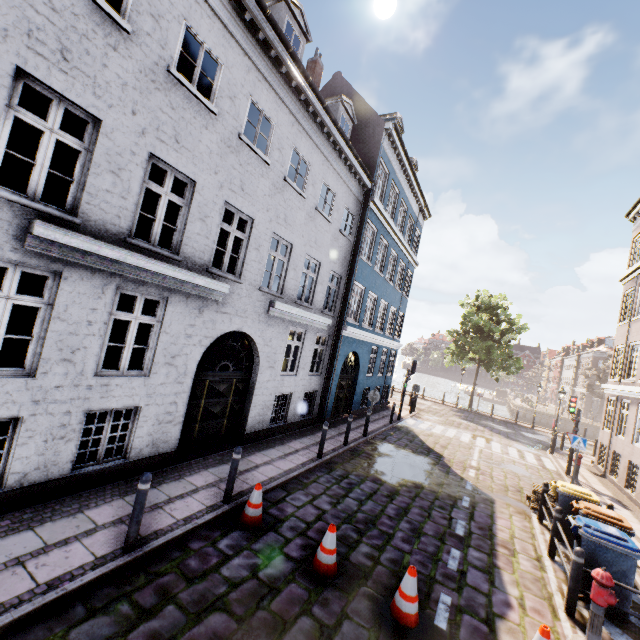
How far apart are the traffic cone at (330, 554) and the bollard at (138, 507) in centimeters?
265cm

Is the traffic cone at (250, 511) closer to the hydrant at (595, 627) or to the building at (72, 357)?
the building at (72, 357)

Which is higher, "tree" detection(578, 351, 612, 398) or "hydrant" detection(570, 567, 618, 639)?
"tree" detection(578, 351, 612, 398)

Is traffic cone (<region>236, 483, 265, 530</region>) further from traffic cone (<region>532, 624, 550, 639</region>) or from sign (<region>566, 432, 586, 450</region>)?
sign (<region>566, 432, 586, 450</region>)

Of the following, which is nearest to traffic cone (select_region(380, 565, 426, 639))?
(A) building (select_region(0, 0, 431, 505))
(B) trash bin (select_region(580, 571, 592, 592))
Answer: (B) trash bin (select_region(580, 571, 592, 592))

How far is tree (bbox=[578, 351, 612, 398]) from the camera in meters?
41.0

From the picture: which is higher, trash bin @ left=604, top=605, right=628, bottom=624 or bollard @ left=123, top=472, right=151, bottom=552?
bollard @ left=123, top=472, right=151, bottom=552

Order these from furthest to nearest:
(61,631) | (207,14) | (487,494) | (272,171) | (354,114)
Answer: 1. (354,114)
2. (487,494)
3. (272,171)
4. (207,14)
5. (61,631)
